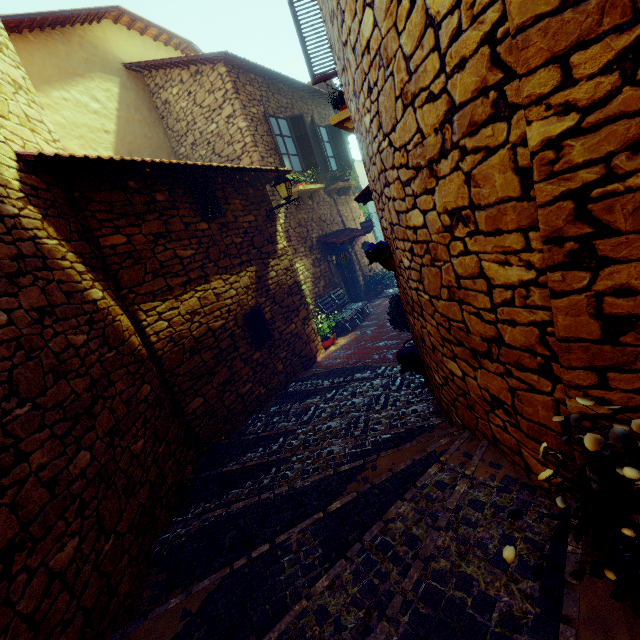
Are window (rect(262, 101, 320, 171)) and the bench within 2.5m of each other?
no

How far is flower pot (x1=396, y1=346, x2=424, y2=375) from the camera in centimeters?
434cm

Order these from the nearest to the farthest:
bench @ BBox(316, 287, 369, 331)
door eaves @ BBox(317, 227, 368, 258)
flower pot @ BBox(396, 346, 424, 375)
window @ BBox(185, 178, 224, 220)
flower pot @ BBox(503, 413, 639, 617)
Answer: flower pot @ BBox(503, 413, 639, 617) < flower pot @ BBox(396, 346, 424, 375) < window @ BBox(185, 178, 224, 220) < bench @ BBox(316, 287, 369, 331) < door eaves @ BBox(317, 227, 368, 258)

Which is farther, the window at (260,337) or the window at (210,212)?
the window at (260,337)

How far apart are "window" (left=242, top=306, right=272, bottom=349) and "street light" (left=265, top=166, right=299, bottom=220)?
2.2 meters

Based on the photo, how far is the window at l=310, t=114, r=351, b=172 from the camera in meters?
10.4 m

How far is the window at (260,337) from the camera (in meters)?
6.00

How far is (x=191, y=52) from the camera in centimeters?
1052cm
